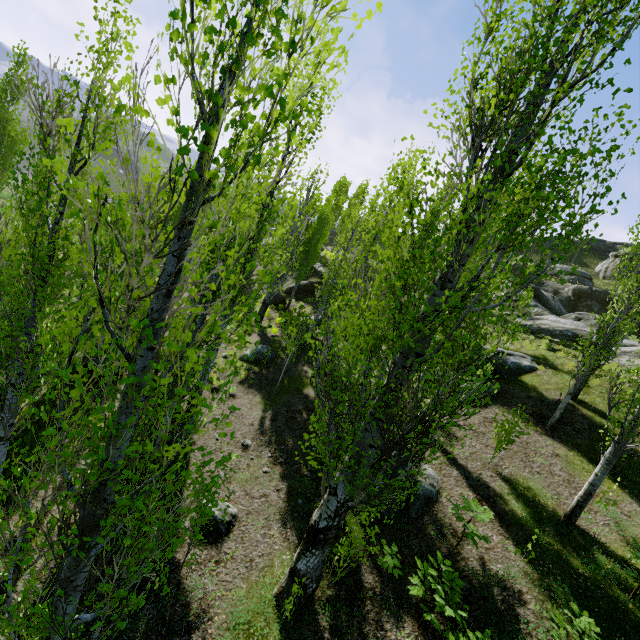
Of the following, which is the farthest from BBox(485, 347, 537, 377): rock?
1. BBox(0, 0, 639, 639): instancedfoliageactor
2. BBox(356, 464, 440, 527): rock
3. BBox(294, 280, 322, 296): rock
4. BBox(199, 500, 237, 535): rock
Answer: BBox(294, 280, 322, 296): rock

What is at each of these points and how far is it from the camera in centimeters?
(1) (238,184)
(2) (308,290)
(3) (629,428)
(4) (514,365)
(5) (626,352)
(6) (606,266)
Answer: (1) instancedfoliageactor, 778cm
(2) rock, 3016cm
(3) instancedfoliageactor, 696cm
(4) rock, 1422cm
(5) rock, 1450cm
(6) rock, 5347cm

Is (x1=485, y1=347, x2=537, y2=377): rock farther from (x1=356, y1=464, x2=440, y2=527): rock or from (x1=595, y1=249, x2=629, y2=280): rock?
(x1=595, y1=249, x2=629, y2=280): rock

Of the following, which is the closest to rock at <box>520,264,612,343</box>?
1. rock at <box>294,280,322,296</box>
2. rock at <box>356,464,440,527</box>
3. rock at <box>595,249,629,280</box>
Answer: rock at <box>356,464,440,527</box>

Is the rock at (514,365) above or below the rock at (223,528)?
above

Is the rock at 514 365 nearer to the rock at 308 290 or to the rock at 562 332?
the rock at 562 332

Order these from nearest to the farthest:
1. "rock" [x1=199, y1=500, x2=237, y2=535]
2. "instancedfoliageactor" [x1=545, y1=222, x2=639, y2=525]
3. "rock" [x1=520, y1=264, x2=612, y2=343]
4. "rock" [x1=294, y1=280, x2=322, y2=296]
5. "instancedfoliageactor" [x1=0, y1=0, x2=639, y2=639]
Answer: "instancedfoliageactor" [x1=0, y1=0, x2=639, y2=639] < "instancedfoliageactor" [x1=545, y1=222, x2=639, y2=525] < "rock" [x1=199, y1=500, x2=237, y2=535] < "rock" [x1=520, y1=264, x2=612, y2=343] < "rock" [x1=294, y1=280, x2=322, y2=296]

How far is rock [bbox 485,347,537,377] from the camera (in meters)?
13.99
